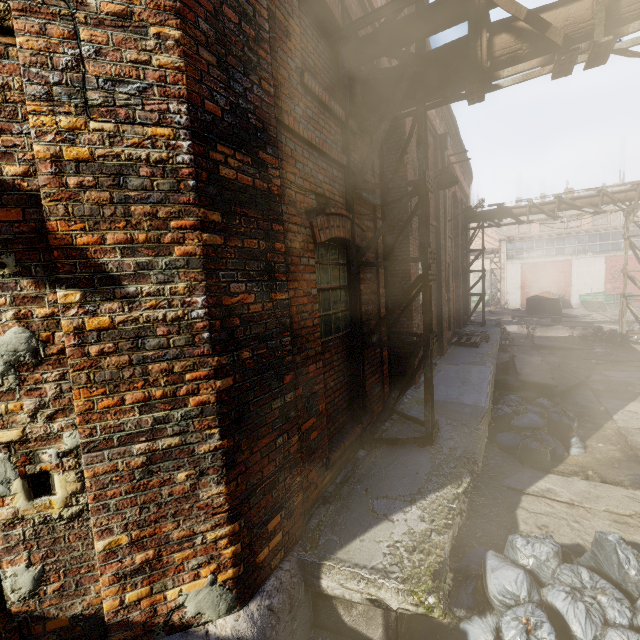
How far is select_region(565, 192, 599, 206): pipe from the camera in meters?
12.7 m

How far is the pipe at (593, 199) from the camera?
12.7m

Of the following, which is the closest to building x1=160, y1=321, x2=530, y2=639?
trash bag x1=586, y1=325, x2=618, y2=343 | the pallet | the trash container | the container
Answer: the pallet

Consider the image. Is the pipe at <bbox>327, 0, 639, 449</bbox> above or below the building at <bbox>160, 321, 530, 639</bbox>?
above

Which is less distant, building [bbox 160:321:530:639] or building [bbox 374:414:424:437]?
building [bbox 160:321:530:639]

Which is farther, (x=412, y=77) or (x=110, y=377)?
(x=412, y=77)

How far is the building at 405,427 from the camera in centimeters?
485cm

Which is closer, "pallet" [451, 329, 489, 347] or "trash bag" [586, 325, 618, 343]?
"pallet" [451, 329, 489, 347]
